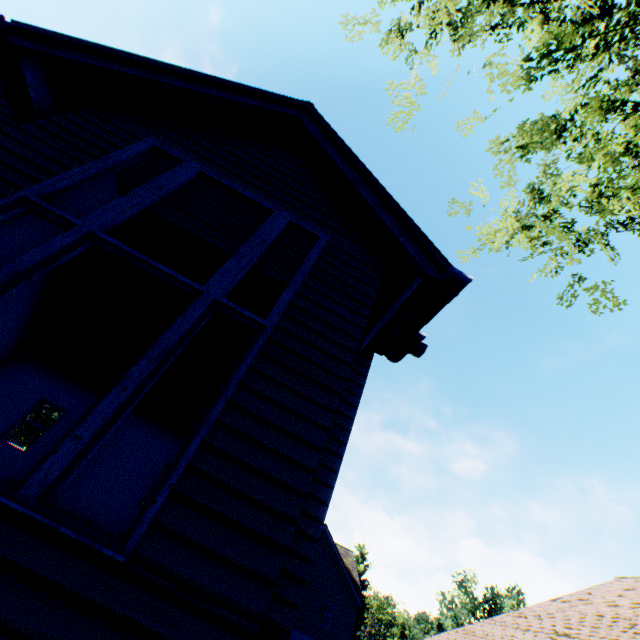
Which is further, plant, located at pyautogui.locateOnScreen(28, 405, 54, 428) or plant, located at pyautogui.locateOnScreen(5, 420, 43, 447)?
plant, located at pyautogui.locateOnScreen(28, 405, 54, 428)

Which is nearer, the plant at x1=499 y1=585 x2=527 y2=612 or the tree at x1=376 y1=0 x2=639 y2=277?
the tree at x1=376 y1=0 x2=639 y2=277

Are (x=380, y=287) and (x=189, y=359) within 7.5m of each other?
no

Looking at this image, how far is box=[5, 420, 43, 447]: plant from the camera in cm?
5428

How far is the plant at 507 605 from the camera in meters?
57.0 m

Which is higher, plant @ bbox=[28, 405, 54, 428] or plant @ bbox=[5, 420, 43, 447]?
plant @ bbox=[28, 405, 54, 428]

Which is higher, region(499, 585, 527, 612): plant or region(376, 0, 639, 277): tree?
region(499, 585, 527, 612): plant
